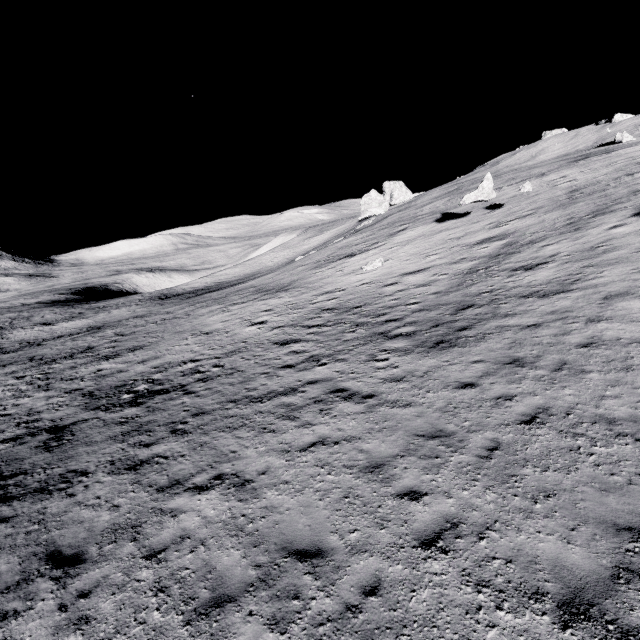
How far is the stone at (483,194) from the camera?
24.9m

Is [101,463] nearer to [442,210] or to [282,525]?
[282,525]

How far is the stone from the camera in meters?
24.9 m
